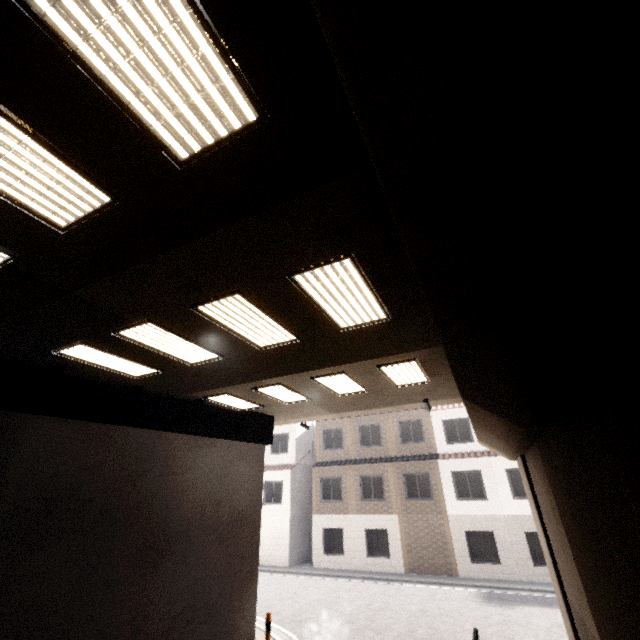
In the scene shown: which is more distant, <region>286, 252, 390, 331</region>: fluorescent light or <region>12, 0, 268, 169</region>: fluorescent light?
<region>286, 252, 390, 331</region>: fluorescent light

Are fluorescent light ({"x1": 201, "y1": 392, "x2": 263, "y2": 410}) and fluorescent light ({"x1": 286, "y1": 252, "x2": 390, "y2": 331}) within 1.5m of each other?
no

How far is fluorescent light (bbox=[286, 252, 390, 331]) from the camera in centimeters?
446cm

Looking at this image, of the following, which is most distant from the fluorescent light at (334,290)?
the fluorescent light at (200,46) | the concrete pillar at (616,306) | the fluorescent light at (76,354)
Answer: the fluorescent light at (76,354)

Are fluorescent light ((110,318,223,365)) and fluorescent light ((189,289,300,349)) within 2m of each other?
yes

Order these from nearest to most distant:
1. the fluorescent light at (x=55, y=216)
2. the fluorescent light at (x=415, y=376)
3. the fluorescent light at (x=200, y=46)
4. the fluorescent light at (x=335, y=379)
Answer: the fluorescent light at (x=200, y=46) < the fluorescent light at (x=55, y=216) < the fluorescent light at (x=415, y=376) < the fluorescent light at (x=335, y=379)

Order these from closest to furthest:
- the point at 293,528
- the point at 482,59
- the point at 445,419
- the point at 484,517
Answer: the point at 482,59 → the point at 484,517 → the point at 445,419 → the point at 293,528

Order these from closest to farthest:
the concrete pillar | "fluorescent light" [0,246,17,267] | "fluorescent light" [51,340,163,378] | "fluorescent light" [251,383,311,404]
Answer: the concrete pillar → "fluorescent light" [0,246,17,267] → "fluorescent light" [51,340,163,378] → "fluorescent light" [251,383,311,404]
